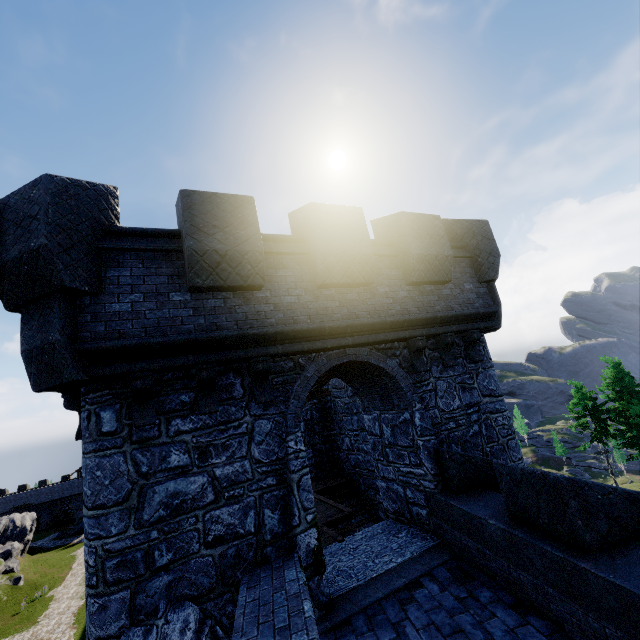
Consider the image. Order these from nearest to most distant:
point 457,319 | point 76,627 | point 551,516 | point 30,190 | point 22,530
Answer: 1. point 551,516
2. point 30,190
3. point 457,319
4. point 76,627
5. point 22,530
